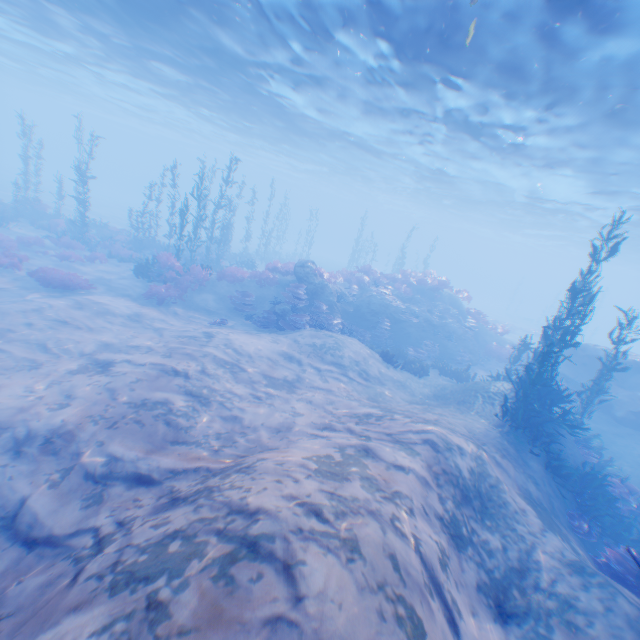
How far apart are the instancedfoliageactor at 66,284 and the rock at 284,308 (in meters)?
8.70

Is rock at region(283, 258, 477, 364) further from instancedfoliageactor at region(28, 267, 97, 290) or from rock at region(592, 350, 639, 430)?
instancedfoliageactor at region(28, 267, 97, 290)

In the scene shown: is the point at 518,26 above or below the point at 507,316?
above

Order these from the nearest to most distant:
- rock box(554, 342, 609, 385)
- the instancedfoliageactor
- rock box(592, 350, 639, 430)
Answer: the instancedfoliageactor < rock box(592, 350, 639, 430) < rock box(554, 342, 609, 385)

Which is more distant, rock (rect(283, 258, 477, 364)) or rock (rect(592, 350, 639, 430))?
rock (rect(283, 258, 477, 364))

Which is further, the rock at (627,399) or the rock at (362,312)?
the rock at (362,312)

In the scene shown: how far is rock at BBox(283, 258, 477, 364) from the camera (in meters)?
18.55

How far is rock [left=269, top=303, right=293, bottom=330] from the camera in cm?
1620
